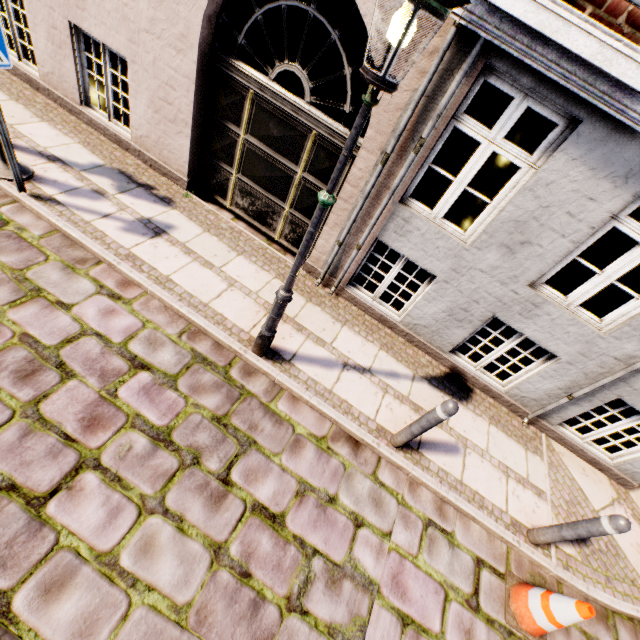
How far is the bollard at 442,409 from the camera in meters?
3.2

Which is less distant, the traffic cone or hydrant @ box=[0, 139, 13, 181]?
the traffic cone

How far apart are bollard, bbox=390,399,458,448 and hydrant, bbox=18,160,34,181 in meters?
6.0 m

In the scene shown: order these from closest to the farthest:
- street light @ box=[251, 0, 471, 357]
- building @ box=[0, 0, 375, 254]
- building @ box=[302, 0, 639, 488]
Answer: street light @ box=[251, 0, 471, 357]
building @ box=[302, 0, 639, 488]
building @ box=[0, 0, 375, 254]

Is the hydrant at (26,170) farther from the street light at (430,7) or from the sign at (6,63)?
the street light at (430,7)

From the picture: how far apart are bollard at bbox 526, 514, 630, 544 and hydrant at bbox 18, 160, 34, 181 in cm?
799

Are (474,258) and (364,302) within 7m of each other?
yes

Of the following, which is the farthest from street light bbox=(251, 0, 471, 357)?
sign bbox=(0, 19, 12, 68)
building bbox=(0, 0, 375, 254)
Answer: sign bbox=(0, 19, 12, 68)
